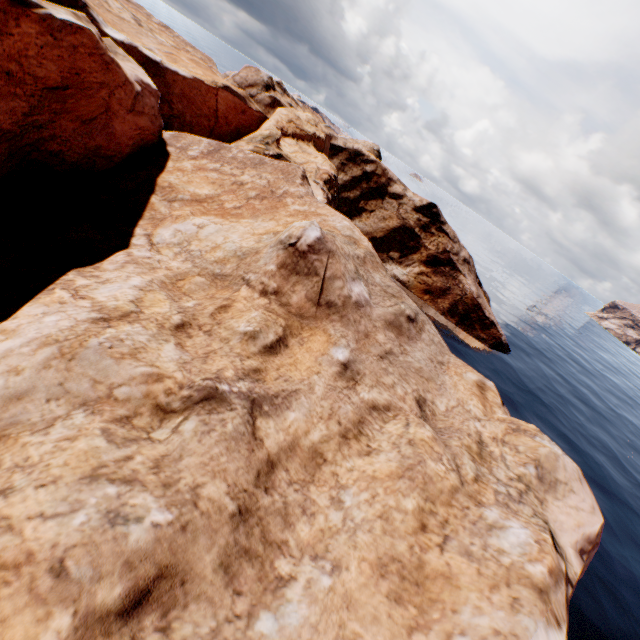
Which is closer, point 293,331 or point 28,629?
point 28,629
